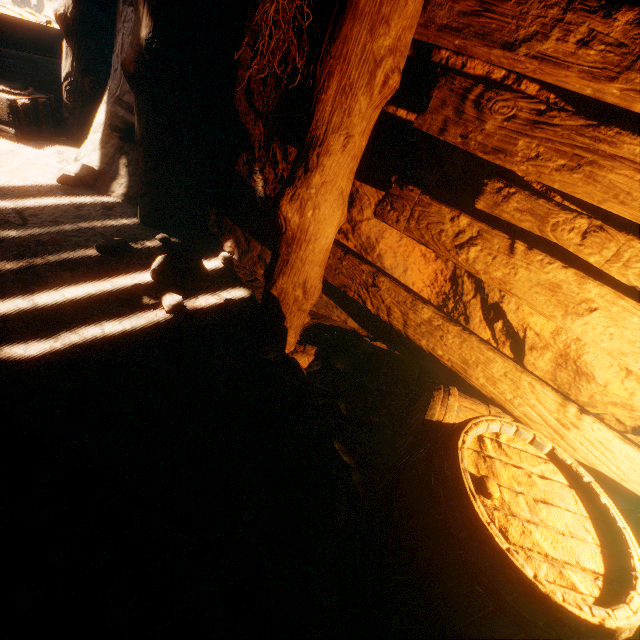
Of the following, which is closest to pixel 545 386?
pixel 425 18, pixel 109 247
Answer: pixel 425 18

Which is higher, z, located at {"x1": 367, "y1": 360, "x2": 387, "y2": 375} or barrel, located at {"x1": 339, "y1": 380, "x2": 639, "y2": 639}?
barrel, located at {"x1": 339, "y1": 380, "x2": 639, "y2": 639}

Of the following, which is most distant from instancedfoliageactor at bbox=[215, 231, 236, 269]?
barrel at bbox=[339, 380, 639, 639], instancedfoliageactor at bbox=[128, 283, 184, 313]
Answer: barrel at bbox=[339, 380, 639, 639]

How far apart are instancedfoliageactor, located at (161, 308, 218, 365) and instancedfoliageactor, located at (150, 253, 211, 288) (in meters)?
0.13

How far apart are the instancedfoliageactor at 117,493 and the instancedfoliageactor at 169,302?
0.8 meters

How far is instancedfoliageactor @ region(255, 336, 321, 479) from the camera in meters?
1.7

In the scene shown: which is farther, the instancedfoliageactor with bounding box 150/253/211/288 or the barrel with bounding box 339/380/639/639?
the instancedfoliageactor with bounding box 150/253/211/288

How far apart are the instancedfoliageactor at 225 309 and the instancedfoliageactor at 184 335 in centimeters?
11cm
